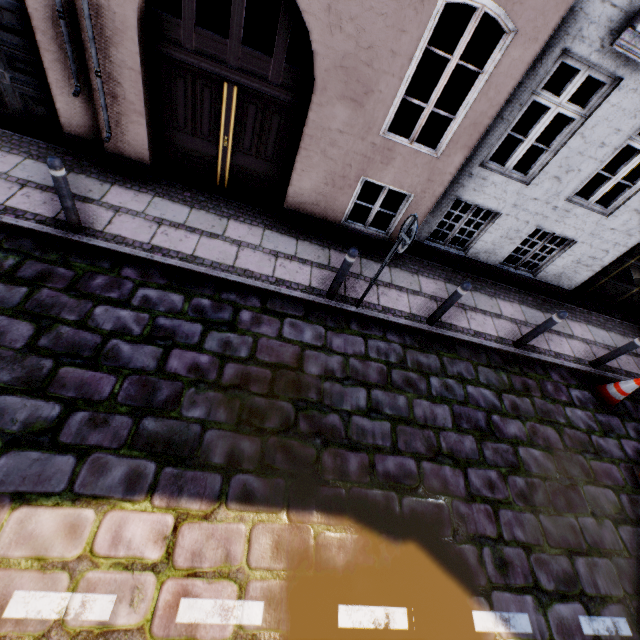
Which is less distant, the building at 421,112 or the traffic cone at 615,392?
the building at 421,112

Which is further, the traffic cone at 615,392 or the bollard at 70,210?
the traffic cone at 615,392

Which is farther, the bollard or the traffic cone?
the traffic cone

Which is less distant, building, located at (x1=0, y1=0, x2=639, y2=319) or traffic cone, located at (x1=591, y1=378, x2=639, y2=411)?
building, located at (x1=0, y1=0, x2=639, y2=319)

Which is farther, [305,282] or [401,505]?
[305,282]

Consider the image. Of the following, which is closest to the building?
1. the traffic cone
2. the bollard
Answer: the bollard
